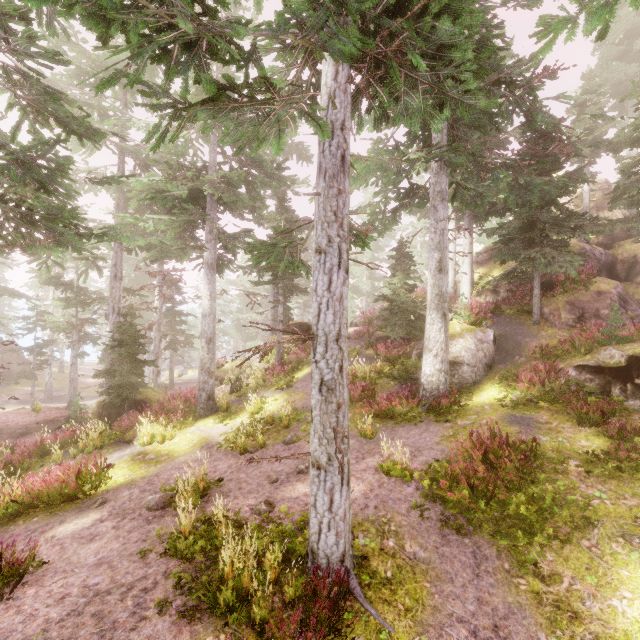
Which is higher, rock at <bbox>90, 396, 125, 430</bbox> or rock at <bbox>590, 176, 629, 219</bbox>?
rock at <bbox>590, 176, 629, 219</bbox>

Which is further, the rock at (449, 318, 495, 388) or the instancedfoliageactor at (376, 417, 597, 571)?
the rock at (449, 318, 495, 388)

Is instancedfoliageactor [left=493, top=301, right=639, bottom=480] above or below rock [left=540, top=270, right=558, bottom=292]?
below

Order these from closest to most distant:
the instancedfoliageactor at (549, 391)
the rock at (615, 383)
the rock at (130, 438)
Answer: the instancedfoliageactor at (549, 391) → the rock at (615, 383) → the rock at (130, 438)

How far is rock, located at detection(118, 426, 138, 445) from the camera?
13.50m

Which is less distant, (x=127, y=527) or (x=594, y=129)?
(x=127, y=527)

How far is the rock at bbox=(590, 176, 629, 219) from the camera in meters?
23.7 m

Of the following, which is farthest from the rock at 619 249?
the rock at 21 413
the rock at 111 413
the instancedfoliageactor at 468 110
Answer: the rock at 21 413
